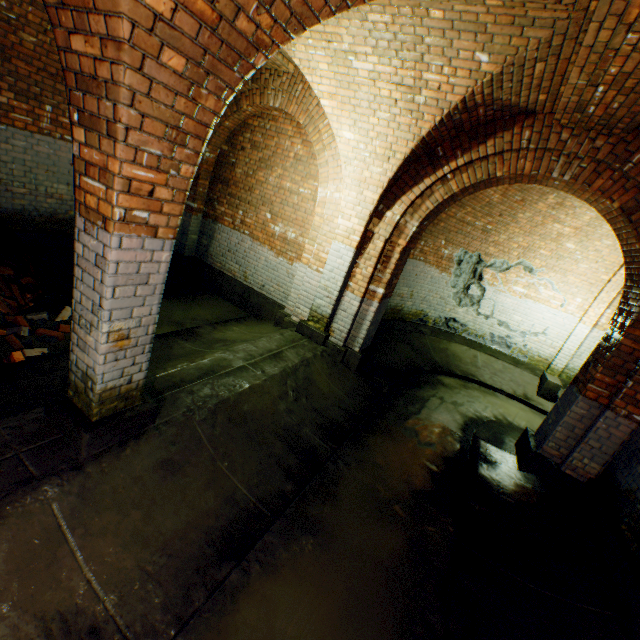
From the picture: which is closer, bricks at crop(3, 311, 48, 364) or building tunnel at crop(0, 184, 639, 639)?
building tunnel at crop(0, 184, 639, 639)

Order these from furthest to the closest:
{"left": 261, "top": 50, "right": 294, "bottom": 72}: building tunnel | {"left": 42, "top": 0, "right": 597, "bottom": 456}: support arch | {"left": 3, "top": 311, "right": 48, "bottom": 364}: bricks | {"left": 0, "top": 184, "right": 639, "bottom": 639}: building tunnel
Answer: {"left": 261, "top": 50, "right": 294, "bottom": 72}: building tunnel → {"left": 3, "top": 311, "right": 48, "bottom": 364}: bricks → {"left": 0, "top": 184, "right": 639, "bottom": 639}: building tunnel → {"left": 42, "top": 0, "right": 597, "bottom": 456}: support arch

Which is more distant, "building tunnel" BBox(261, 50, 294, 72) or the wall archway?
"building tunnel" BBox(261, 50, 294, 72)

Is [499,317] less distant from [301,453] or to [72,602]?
[301,453]

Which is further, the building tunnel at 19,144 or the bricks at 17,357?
the building tunnel at 19,144

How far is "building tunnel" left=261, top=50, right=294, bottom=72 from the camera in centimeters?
527cm

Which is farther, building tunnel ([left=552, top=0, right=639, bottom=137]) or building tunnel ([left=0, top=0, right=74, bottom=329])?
building tunnel ([left=0, top=0, right=74, bottom=329])

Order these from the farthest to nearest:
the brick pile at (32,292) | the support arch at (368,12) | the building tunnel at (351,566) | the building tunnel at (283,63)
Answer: the building tunnel at (283,63)
the brick pile at (32,292)
the building tunnel at (351,566)
the support arch at (368,12)
